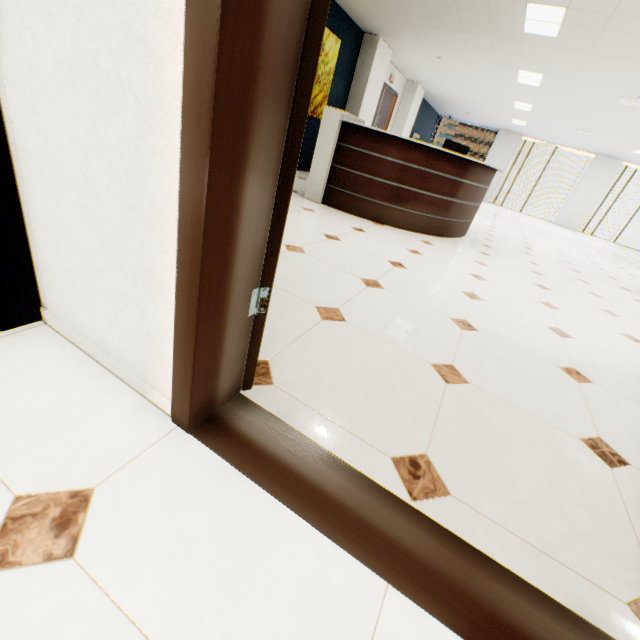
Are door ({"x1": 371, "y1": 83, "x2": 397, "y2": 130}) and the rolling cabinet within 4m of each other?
no

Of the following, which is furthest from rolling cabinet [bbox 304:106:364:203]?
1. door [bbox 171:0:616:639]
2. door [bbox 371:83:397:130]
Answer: door [bbox 371:83:397:130]

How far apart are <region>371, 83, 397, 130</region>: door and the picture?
2.5m

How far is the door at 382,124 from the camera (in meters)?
9.67

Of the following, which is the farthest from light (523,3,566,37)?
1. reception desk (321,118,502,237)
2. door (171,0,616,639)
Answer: door (171,0,616,639)

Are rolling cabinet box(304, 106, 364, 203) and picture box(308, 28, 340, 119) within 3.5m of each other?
yes

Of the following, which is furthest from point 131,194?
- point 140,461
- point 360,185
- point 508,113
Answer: point 508,113

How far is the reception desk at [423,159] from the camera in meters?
4.2 m
